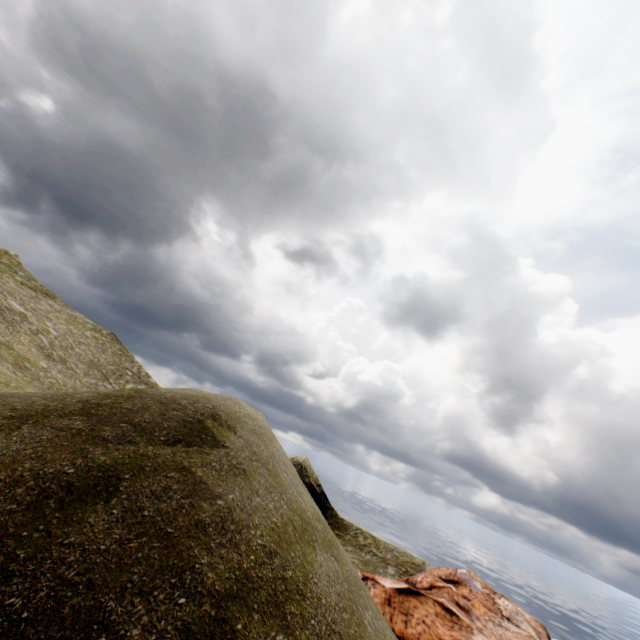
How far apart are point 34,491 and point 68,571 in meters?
1.7
